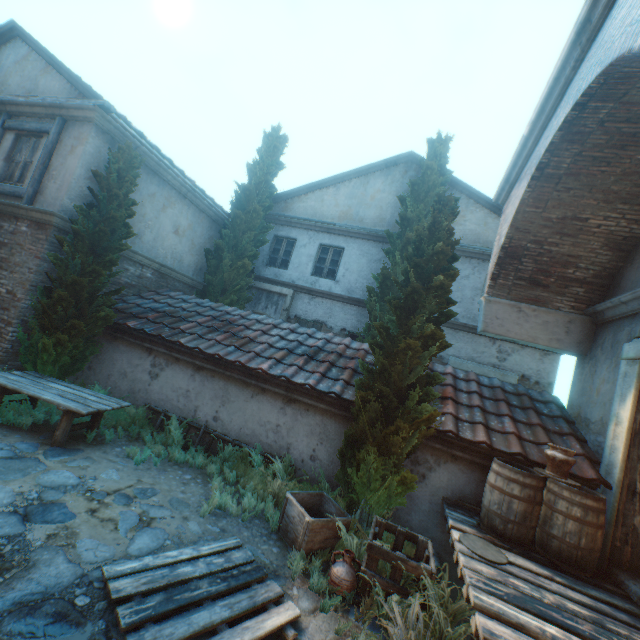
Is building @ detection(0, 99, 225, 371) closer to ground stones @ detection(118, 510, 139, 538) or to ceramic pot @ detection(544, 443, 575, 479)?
ground stones @ detection(118, 510, 139, 538)

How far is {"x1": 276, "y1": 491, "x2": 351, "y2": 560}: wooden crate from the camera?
4.3 meters

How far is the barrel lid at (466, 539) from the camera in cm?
368

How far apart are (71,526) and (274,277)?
9.89m

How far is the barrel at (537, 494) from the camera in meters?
4.0 m

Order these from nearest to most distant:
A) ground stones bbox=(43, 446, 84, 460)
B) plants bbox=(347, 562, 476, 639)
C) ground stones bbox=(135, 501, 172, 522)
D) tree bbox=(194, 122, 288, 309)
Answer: plants bbox=(347, 562, 476, 639) < ground stones bbox=(135, 501, 172, 522) < ground stones bbox=(43, 446, 84, 460) < tree bbox=(194, 122, 288, 309)

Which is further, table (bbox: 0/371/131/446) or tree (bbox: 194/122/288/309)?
tree (bbox: 194/122/288/309)

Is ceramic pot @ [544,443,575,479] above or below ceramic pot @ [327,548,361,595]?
above
